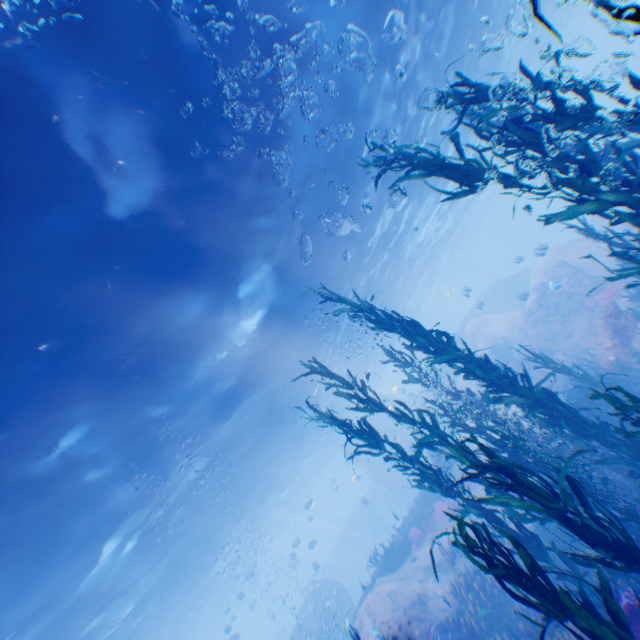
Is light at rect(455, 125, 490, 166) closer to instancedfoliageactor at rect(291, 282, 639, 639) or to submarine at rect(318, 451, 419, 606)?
submarine at rect(318, 451, 419, 606)

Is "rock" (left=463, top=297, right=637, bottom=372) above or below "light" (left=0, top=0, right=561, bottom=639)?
below

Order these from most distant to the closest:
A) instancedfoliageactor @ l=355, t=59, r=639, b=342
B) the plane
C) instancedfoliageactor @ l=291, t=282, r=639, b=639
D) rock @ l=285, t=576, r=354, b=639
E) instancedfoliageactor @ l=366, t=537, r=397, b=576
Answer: rock @ l=285, t=576, r=354, b=639
the plane
instancedfoliageactor @ l=366, t=537, r=397, b=576
instancedfoliageactor @ l=355, t=59, r=639, b=342
instancedfoliageactor @ l=291, t=282, r=639, b=639

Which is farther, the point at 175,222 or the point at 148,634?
the point at 148,634

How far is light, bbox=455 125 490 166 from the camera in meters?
23.2 m

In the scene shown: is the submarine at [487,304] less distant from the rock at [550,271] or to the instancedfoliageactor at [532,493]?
the rock at [550,271]

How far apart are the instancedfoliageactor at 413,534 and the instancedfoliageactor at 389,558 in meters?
1.2 m

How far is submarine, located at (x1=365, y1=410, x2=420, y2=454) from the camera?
34.21m
